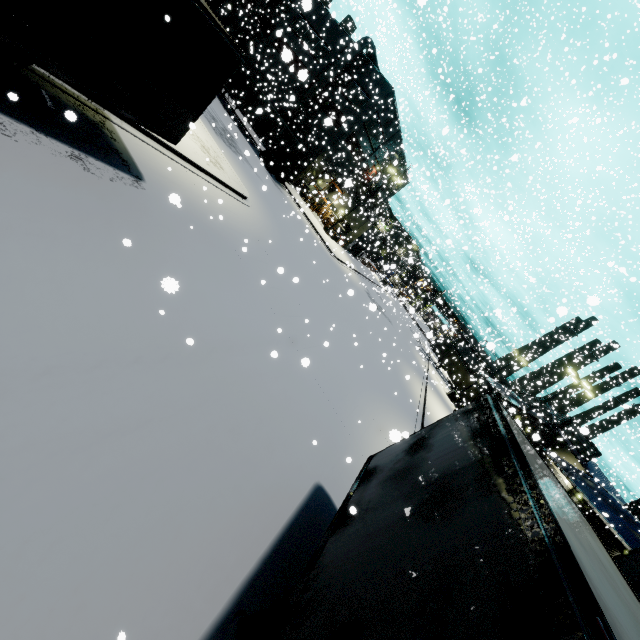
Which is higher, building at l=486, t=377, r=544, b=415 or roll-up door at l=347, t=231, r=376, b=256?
building at l=486, t=377, r=544, b=415

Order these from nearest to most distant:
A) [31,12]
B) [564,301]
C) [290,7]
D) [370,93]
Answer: [31,12], [564,301], [370,93], [290,7]

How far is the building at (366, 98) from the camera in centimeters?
3497cm

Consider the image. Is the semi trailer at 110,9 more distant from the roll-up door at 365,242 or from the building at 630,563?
the roll-up door at 365,242

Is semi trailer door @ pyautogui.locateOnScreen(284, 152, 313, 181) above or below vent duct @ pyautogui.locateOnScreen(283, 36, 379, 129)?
below

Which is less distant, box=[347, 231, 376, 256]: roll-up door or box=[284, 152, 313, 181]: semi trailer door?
box=[284, 152, 313, 181]: semi trailer door

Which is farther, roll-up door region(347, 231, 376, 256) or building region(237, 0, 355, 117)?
roll-up door region(347, 231, 376, 256)

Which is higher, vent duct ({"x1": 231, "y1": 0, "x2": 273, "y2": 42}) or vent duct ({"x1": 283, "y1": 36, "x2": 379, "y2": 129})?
vent duct ({"x1": 283, "y1": 36, "x2": 379, "y2": 129})
